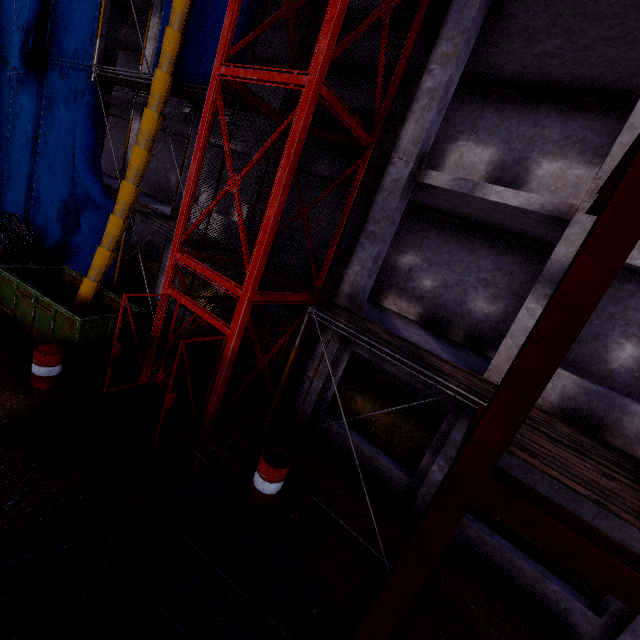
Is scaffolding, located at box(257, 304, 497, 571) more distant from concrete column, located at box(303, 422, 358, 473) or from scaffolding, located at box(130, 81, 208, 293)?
scaffolding, located at box(130, 81, 208, 293)

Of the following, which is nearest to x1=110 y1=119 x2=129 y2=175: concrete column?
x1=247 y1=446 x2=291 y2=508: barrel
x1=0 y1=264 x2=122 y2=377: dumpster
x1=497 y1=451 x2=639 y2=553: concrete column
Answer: x1=497 y1=451 x2=639 y2=553: concrete column

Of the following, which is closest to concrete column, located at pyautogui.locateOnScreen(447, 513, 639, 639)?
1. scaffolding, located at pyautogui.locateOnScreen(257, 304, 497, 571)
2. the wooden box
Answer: scaffolding, located at pyautogui.locateOnScreen(257, 304, 497, 571)

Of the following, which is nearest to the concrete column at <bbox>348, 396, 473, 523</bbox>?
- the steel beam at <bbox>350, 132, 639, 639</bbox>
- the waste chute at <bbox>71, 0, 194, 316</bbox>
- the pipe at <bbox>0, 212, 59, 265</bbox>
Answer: the steel beam at <bbox>350, 132, 639, 639</bbox>

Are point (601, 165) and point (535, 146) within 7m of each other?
yes

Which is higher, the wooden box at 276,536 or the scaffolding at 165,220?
the scaffolding at 165,220

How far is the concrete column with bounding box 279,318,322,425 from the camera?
9.15m

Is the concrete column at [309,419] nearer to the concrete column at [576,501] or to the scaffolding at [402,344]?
the scaffolding at [402,344]
